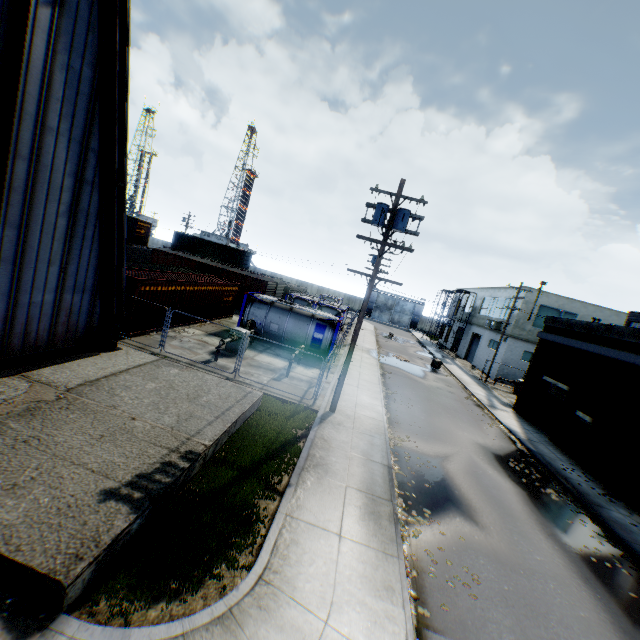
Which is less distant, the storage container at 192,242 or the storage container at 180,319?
the storage container at 180,319

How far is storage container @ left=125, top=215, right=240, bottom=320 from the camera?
16.2 meters

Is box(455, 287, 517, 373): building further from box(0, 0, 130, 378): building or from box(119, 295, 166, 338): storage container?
box(0, 0, 130, 378): building

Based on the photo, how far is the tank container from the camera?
21.6 meters

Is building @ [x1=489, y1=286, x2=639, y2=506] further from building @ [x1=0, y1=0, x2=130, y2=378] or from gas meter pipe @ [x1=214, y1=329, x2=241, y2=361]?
building @ [x1=0, y1=0, x2=130, y2=378]

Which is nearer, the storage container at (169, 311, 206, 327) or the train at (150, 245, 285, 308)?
the storage container at (169, 311, 206, 327)

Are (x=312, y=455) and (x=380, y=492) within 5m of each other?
yes

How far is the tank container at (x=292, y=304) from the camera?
21.6 meters
